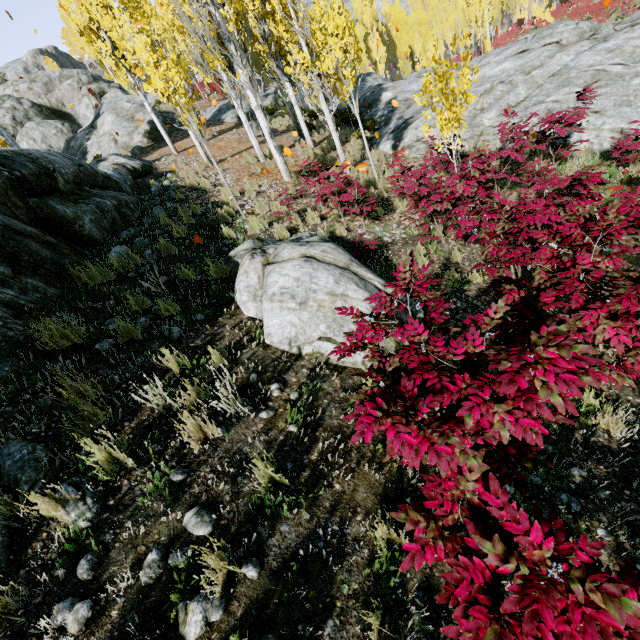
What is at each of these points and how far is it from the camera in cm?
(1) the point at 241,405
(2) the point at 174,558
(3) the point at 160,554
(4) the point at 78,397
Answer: (1) instancedfoliageactor, 334
(2) instancedfoliageactor, 228
(3) instancedfoliageactor, 229
(4) instancedfoliageactor, 315

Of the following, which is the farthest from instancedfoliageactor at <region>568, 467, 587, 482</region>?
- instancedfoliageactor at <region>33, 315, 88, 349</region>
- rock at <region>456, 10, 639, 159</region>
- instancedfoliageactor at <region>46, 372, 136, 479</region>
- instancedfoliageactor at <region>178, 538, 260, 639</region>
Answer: instancedfoliageactor at <region>178, 538, 260, 639</region>

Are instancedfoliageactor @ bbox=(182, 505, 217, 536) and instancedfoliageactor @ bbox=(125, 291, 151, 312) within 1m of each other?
no

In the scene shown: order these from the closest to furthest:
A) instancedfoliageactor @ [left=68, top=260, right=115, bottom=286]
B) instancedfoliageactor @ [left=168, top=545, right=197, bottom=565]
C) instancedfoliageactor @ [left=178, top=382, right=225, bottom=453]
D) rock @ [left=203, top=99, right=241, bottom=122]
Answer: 1. instancedfoliageactor @ [left=168, top=545, right=197, bottom=565]
2. instancedfoliageactor @ [left=178, top=382, right=225, bottom=453]
3. instancedfoliageactor @ [left=68, top=260, right=115, bottom=286]
4. rock @ [left=203, top=99, right=241, bottom=122]

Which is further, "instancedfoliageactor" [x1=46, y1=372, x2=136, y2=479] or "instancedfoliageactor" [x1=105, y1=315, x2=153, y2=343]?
"instancedfoliageactor" [x1=105, y1=315, x2=153, y2=343]

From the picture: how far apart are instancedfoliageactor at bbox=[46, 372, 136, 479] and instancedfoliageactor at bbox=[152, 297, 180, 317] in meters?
1.1 m

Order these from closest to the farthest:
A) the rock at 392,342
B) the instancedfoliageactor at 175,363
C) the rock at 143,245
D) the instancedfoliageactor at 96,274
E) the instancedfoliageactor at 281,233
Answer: the instancedfoliageactor at 175,363, the rock at 392,342, the instancedfoliageactor at 96,274, the rock at 143,245, the instancedfoliageactor at 281,233

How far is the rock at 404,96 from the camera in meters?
12.2 m
